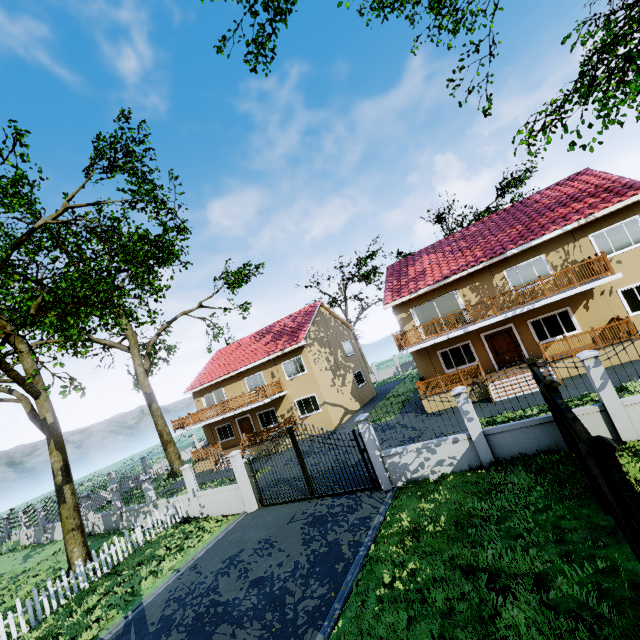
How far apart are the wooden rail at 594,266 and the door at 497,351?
3.0m

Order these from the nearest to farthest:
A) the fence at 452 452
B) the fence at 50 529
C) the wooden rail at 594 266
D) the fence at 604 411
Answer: the fence at 604 411 → the fence at 452 452 → the wooden rail at 594 266 → the fence at 50 529

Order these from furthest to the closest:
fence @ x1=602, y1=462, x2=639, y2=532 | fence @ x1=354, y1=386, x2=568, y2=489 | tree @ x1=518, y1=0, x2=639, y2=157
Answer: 1. tree @ x1=518, y1=0, x2=639, y2=157
2. fence @ x1=354, y1=386, x2=568, y2=489
3. fence @ x1=602, y1=462, x2=639, y2=532

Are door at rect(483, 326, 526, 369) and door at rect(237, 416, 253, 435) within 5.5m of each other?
no

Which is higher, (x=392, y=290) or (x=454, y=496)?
(x=392, y=290)

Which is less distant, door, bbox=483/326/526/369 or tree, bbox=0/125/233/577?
tree, bbox=0/125/233/577

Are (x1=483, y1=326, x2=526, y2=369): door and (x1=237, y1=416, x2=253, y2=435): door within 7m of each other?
no

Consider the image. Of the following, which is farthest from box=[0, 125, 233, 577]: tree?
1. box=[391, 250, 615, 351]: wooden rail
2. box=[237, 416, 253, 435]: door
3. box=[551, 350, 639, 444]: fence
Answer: box=[391, 250, 615, 351]: wooden rail
